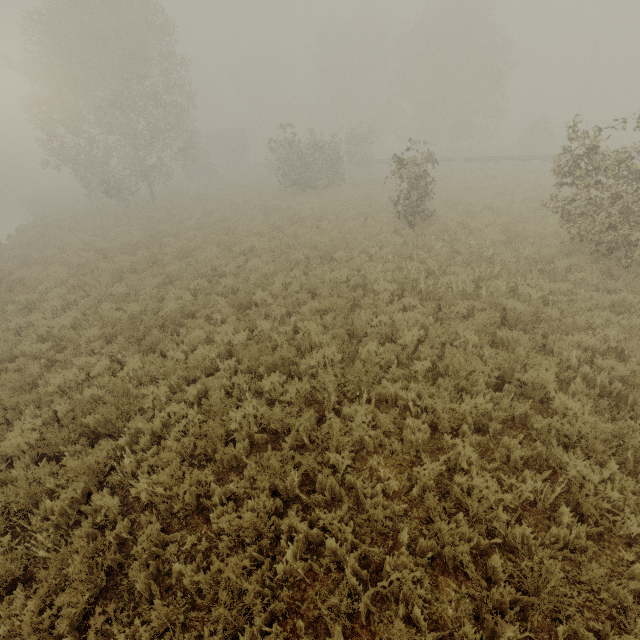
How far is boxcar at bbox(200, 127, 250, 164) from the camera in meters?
47.2

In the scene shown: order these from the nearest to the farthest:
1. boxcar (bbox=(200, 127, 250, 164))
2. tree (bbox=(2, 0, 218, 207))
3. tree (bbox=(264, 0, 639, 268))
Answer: tree (bbox=(264, 0, 639, 268)), tree (bbox=(2, 0, 218, 207)), boxcar (bbox=(200, 127, 250, 164))

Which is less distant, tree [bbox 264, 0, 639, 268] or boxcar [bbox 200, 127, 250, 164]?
tree [bbox 264, 0, 639, 268]

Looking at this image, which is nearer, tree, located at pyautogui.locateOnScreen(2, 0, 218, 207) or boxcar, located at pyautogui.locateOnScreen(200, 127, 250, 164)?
tree, located at pyautogui.locateOnScreen(2, 0, 218, 207)

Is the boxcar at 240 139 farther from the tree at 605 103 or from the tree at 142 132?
the tree at 142 132

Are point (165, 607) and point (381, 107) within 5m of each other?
no

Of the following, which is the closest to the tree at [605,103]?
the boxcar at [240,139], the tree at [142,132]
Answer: the tree at [142,132]

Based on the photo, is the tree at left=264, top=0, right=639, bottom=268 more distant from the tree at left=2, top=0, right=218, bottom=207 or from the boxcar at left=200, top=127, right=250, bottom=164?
the boxcar at left=200, top=127, right=250, bottom=164
